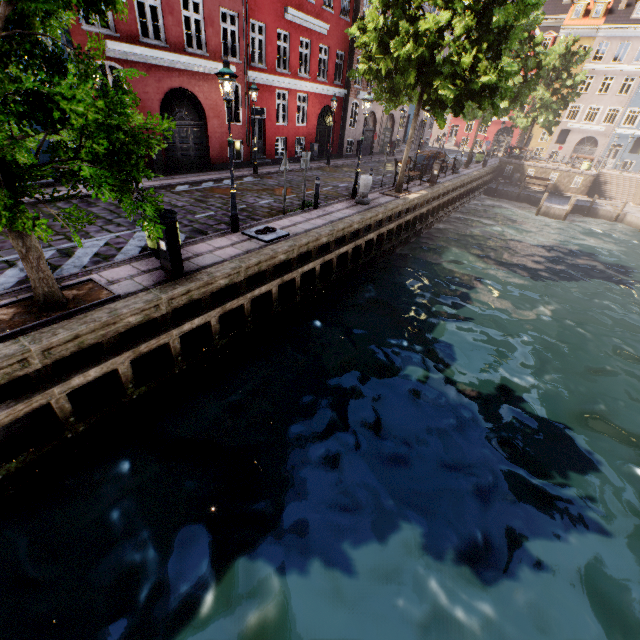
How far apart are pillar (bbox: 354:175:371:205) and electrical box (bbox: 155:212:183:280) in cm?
900

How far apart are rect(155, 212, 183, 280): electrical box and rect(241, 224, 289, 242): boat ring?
2.8 meters

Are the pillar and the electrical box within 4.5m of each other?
no

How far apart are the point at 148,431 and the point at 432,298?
10.1 meters

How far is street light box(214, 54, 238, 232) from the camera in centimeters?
716cm

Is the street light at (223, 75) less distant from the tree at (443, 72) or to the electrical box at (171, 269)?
the tree at (443, 72)

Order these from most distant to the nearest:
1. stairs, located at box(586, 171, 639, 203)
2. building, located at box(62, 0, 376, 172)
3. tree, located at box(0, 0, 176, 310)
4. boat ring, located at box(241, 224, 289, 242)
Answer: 1. stairs, located at box(586, 171, 639, 203)
2. building, located at box(62, 0, 376, 172)
3. boat ring, located at box(241, 224, 289, 242)
4. tree, located at box(0, 0, 176, 310)

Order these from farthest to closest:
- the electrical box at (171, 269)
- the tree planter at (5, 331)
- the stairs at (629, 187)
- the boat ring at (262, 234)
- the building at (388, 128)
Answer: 1. the stairs at (629, 187)
2. the building at (388, 128)
3. the boat ring at (262, 234)
4. the electrical box at (171, 269)
5. the tree planter at (5, 331)
